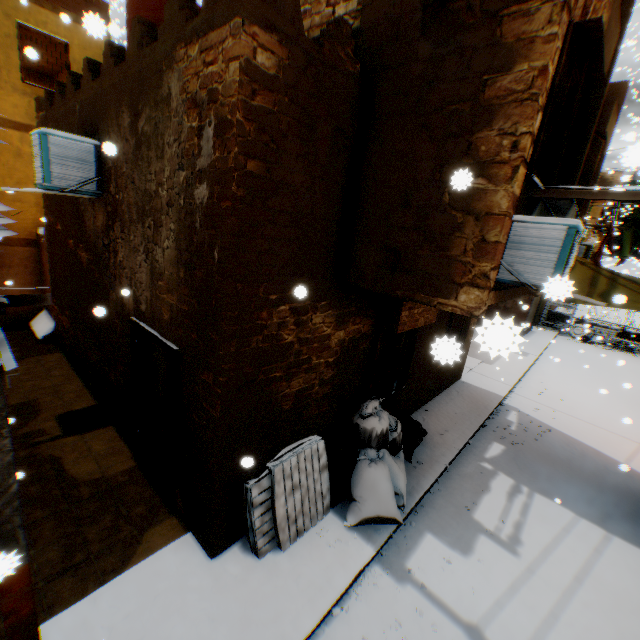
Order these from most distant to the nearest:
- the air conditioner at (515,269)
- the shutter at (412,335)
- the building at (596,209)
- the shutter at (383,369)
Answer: the building at (596,209)
the shutter at (412,335)
the shutter at (383,369)
the air conditioner at (515,269)

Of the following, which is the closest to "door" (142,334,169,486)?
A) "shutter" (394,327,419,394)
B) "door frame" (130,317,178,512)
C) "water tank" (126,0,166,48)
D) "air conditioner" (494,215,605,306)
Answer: "door frame" (130,317,178,512)

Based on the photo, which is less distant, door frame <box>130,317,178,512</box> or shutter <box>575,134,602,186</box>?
door frame <box>130,317,178,512</box>

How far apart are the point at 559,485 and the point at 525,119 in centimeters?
736cm

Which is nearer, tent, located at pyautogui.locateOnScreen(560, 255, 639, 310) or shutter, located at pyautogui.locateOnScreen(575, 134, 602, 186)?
tent, located at pyautogui.locateOnScreen(560, 255, 639, 310)

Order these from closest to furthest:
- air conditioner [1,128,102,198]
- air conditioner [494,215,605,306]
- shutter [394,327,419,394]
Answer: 1. air conditioner [494,215,605,306]
2. air conditioner [1,128,102,198]
3. shutter [394,327,419,394]

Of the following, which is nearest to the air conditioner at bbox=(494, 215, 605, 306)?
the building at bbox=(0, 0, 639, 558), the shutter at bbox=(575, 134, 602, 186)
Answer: the building at bbox=(0, 0, 639, 558)

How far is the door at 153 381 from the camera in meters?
4.8 m
